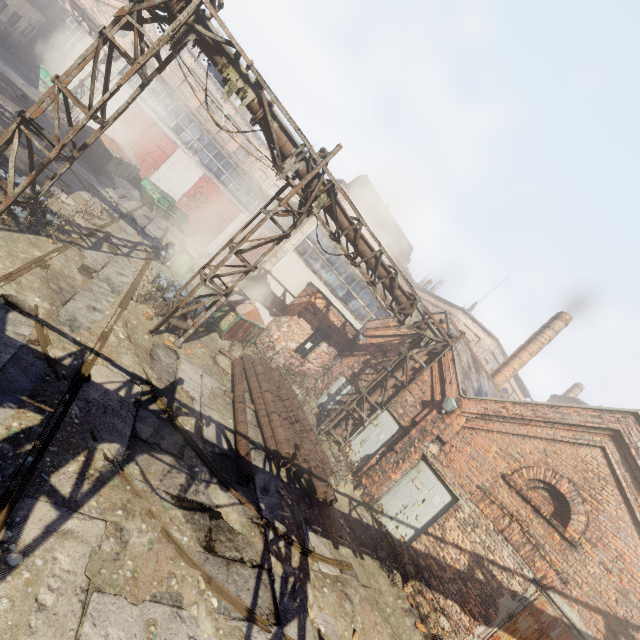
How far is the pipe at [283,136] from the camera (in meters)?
7.73

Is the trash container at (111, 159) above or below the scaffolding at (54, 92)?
below

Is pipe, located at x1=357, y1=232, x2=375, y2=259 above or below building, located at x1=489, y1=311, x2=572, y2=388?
below

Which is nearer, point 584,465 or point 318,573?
point 318,573

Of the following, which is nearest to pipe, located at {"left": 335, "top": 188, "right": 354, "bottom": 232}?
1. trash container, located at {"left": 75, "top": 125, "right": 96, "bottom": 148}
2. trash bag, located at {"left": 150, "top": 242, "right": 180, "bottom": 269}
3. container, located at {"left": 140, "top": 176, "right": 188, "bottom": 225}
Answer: trash bag, located at {"left": 150, "top": 242, "right": 180, "bottom": 269}

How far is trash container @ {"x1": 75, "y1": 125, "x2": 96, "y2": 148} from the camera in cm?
1700

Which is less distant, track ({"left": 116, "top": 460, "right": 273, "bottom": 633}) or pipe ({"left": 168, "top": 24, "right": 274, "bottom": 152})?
track ({"left": 116, "top": 460, "right": 273, "bottom": 633})

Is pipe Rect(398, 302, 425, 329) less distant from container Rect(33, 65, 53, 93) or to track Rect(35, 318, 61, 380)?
track Rect(35, 318, 61, 380)
